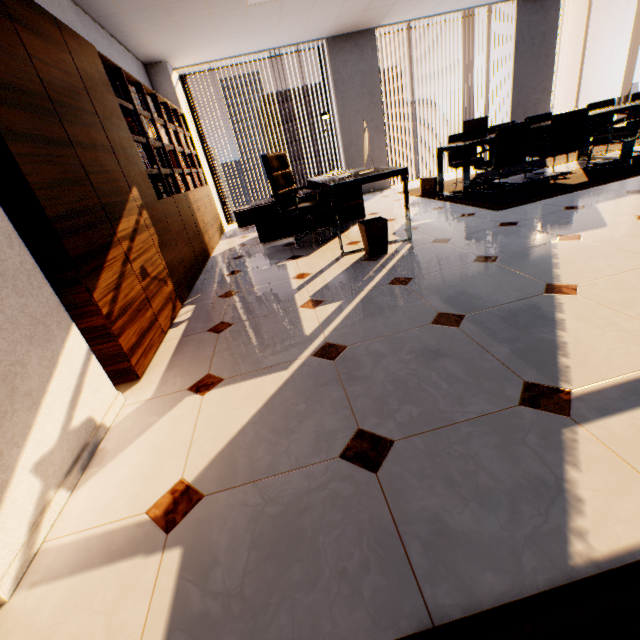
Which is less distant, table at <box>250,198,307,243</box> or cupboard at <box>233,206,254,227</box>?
table at <box>250,198,307,243</box>

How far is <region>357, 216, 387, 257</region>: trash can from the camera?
3.2 meters

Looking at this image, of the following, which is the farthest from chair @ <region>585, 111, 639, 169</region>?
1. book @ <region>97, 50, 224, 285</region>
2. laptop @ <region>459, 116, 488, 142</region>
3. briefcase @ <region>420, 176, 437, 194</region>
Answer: book @ <region>97, 50, 224, 285</region>

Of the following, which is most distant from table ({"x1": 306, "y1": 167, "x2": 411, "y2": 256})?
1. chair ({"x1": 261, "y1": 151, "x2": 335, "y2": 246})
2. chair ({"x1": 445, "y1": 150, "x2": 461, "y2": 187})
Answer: chair ({"x1": 445, "y1": 150, "x2": 461, "y2": 187})

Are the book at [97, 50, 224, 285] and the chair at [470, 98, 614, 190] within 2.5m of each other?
no

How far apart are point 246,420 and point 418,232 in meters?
3.1

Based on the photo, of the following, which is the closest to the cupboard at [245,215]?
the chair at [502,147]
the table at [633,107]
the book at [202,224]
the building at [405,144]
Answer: the book at [202,224]

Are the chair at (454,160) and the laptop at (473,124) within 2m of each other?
yes
